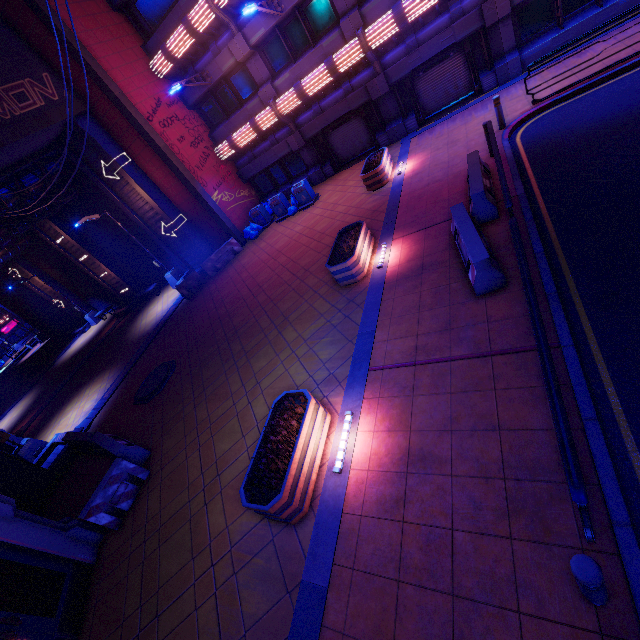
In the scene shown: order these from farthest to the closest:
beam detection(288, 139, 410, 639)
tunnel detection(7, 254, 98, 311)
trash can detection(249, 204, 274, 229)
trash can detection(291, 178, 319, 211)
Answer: tunnel detection(7, 254, 98, 311)
trash can detection(249, 204, 274, 229)
trash can detection(291, 178, 319, 211)
beam detection(288, 139, 410, 639)

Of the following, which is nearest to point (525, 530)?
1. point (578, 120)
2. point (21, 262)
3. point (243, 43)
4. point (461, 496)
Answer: point (461, 496)

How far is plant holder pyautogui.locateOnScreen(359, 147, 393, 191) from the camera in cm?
1317

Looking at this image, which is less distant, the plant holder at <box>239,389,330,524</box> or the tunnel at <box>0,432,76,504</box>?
the plant holder at <box>239,389,330,524</box>

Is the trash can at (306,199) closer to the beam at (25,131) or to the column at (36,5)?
the column at (36,5)

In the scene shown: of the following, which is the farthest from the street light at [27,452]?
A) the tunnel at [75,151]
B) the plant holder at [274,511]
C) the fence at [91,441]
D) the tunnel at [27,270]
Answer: the tunnel at [27,270]

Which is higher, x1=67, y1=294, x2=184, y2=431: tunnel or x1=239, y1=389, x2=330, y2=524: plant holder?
x1=239, y1=389, x2=330, y2=524: plant holder

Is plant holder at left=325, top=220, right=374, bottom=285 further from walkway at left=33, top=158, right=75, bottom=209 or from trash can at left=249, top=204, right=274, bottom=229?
walkway at left=33, top=158, right=75, bottom=209
